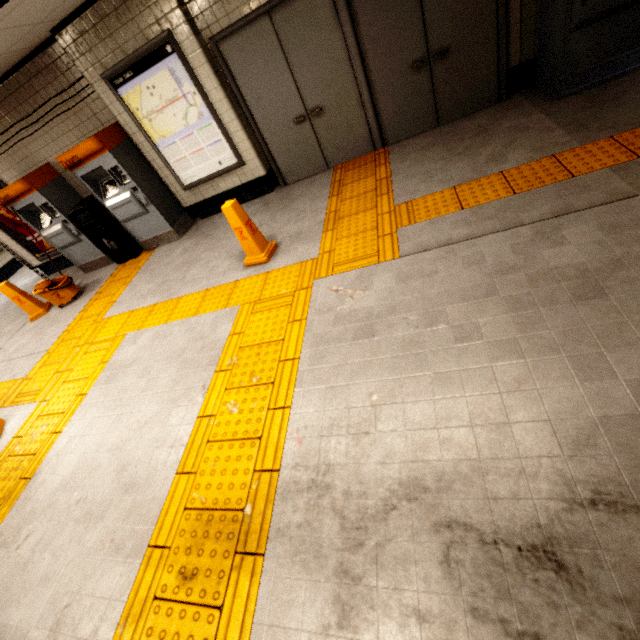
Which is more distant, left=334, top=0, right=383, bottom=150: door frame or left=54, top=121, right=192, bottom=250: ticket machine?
left=54, top=121, right=192, bottom=250: ticket machine

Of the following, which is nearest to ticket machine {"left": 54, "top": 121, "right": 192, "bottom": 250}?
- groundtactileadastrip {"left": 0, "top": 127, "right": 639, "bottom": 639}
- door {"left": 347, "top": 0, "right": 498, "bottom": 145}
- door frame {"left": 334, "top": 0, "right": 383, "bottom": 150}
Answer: groundtactileadastrip {"left": 0, "top": 127, "right": 639, "bottom": 639}

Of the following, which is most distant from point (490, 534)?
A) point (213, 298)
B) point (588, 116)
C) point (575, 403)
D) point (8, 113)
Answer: point (8, 113)

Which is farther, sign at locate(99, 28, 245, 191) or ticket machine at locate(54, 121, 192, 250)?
ticket machine at locate(54, 121, 192, 250)

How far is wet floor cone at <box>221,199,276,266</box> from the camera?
3.7m

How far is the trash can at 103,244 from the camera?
5.6 meters

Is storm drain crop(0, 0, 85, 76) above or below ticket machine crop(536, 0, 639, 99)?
above

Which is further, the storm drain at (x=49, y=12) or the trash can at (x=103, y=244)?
the trash can at (x=103, y=244)
